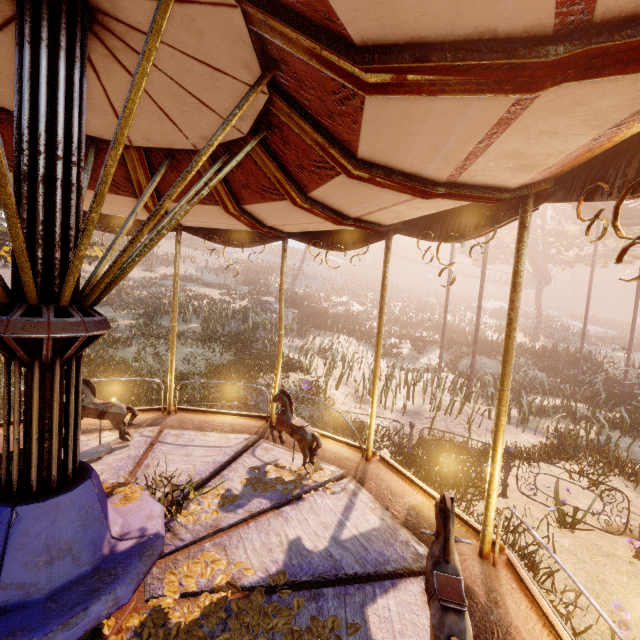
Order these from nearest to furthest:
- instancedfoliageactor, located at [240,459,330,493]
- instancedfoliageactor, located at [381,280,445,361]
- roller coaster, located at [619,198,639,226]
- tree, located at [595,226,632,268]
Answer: instancedfoliageactor, located at [240,459,330,493], roller coaster, located at [619,198,639,226], instancedfoliageactor, located at [381,280,445,361], tree, located at [595,226,632,268]

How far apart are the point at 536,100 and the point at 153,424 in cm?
634

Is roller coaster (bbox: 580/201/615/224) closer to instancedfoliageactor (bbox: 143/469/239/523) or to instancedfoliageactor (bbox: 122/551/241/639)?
instancedfoliageactor (bbox: 143/469/239/523)

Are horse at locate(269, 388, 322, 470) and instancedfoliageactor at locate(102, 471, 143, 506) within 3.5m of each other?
yes

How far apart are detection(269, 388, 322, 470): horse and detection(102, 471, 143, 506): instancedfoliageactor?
2.0m

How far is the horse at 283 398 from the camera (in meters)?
4.41

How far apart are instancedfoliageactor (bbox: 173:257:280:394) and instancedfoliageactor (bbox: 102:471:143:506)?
18.5 meters

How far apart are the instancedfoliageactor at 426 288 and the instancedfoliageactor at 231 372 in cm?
1905
